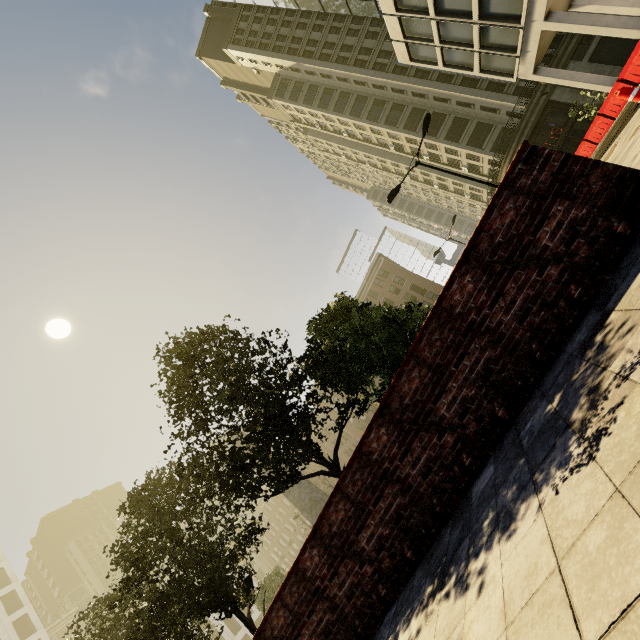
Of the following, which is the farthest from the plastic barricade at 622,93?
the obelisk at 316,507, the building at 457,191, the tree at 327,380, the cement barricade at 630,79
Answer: the building at 457,191

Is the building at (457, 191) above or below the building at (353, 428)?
above

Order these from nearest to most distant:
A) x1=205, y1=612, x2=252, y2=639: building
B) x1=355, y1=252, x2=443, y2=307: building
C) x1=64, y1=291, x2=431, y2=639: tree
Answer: x1=64, y1=291, x2=431, y2=639: tree → x1=205, y1=612, x2=252, y2=639: building → x1=355, y1=252, x2=443, y2=307: building

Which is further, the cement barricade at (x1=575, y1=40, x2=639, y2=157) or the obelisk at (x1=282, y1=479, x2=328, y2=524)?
the obelisk at (x1=282, y1=479, x2=328, y2=524)

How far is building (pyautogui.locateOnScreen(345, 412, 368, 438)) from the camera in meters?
56.7

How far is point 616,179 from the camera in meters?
2.9

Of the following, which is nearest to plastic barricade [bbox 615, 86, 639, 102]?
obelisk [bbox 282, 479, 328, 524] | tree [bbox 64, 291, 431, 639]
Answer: tree [bbox 64, 291, 431, 639]

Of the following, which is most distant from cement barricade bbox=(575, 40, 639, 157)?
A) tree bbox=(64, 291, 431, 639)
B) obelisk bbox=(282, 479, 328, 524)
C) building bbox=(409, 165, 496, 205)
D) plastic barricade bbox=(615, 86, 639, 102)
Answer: obelisk bbox=(282, 479, 328, 524)
